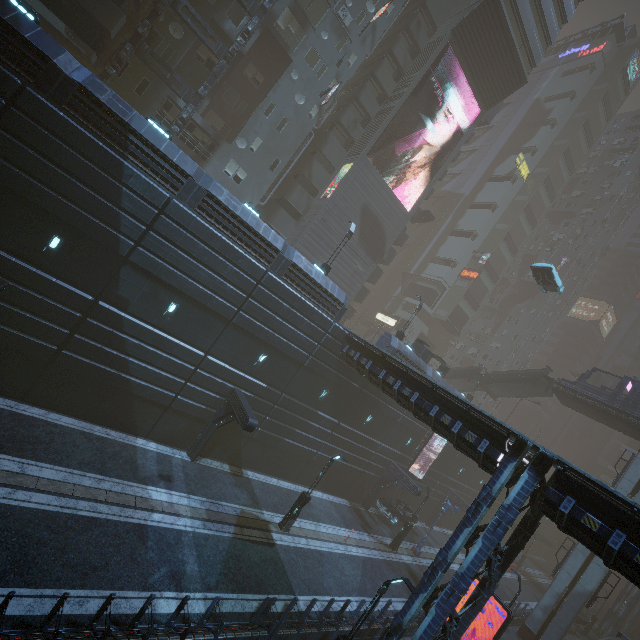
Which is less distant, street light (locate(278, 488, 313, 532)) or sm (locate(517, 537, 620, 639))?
street light (locate(278, 488, 313, 532))

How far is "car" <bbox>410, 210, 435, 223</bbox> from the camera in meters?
43.5 m

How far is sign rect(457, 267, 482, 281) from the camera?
52.7m

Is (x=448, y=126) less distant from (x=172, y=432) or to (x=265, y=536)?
(x=172, y=432)

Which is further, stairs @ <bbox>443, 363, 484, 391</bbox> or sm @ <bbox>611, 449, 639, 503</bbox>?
stairs @ <bbox>443, 363, 484, 391</bbox>

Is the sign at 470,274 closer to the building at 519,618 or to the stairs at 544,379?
the building at 519,618

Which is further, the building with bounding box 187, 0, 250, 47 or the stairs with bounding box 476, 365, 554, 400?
the stairs with bounding box 476, 365, 554, 400

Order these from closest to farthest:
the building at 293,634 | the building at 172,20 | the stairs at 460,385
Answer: the building at 293,634, the building at 172,20, the stairs at 460,385
